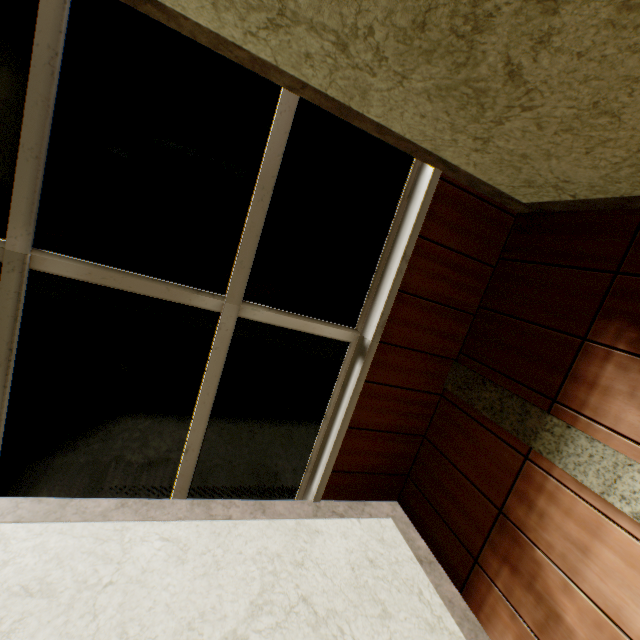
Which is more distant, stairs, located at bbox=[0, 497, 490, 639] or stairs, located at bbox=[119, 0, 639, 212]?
stairs, located at bbox=[0, 497, 490, 639]

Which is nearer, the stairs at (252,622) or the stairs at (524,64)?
the stairs at (524,64)

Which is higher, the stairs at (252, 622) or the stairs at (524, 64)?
the stairs at (524, 64)

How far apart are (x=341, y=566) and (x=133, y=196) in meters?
3.3 m

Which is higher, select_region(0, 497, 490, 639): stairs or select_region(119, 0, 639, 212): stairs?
select_region(119, 0, 639, 212): stairs
